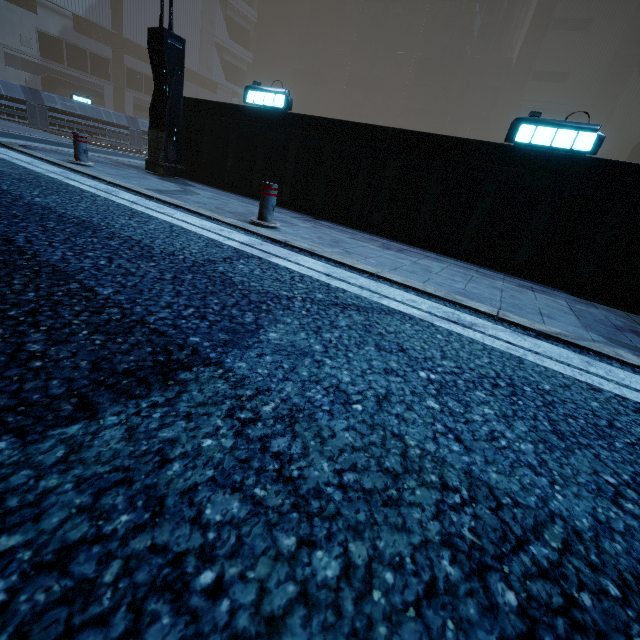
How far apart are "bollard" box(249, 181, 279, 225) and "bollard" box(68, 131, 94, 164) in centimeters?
456cm

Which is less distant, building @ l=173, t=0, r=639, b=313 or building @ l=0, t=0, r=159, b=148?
building @ l=173, t=0, r=639, b=313

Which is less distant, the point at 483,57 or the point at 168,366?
the point at 168,366

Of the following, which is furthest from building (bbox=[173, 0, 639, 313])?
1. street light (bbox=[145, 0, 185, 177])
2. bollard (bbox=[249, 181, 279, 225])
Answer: bollard (bbox=[249, 181, 279, 225])

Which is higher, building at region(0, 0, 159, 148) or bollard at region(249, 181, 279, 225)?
building at region(0, 0, 159, 148)

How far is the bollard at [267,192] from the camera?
4.55m

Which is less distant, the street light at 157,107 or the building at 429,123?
the building at 429,123

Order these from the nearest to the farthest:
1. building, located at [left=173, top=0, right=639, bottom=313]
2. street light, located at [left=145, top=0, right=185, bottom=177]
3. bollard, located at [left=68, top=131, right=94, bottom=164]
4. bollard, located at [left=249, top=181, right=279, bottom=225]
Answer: bollard, located at [left=249, top=181, right=279, bottom=225]
building, located at [left=173, top=0, right=639, bottom=313]
bollard, located at [left=68, top=131, right=94, bottom=164]
street light, located at [left=145, top=0, right=185, bottom=177]
